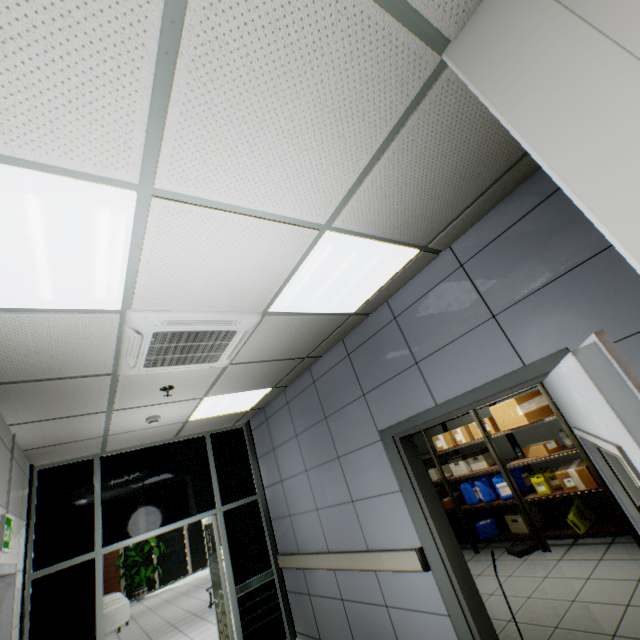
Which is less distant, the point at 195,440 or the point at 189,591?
the point at 195,440

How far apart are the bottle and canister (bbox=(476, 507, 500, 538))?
1.0 meters

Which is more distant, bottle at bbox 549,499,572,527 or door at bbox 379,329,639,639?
bottle at bbox 549,499,572,527

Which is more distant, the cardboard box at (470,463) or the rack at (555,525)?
the cardboard box at (470,463)

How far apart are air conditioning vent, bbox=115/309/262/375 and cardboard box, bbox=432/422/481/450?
4.6m

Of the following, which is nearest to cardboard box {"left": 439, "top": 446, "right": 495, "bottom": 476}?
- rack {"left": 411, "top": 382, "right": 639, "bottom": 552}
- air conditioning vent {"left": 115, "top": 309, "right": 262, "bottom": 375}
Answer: rack {"left": 411, "top": 382, "right": 639, "bottom": 552}

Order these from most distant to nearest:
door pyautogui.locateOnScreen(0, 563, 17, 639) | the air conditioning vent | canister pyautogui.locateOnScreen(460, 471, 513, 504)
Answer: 1. canister pyautogui.locateOnScreen(460, 471, 513, 504)
2. door pyautogui.locateOnScreen(0, 563, 17, 639)
3. the air conditioning vent

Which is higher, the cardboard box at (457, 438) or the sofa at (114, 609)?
the cardboard box at (457, 438)
